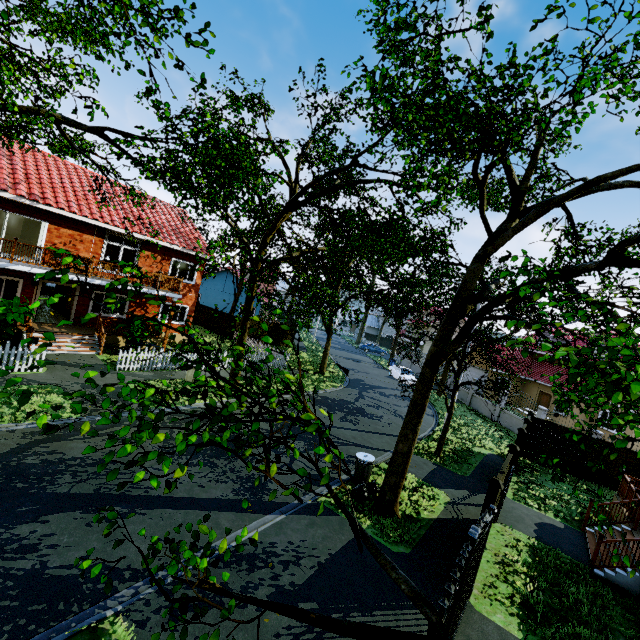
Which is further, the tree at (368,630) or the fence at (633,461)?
the fence at (633,461)

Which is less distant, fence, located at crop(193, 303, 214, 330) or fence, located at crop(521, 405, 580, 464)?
fence, located at crop(521, 405, 580, 464)

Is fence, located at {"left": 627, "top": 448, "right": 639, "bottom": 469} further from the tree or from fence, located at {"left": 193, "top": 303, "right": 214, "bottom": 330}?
fence, located at {"left": 193, "top": 303, "right": 214, "bottom": 330}

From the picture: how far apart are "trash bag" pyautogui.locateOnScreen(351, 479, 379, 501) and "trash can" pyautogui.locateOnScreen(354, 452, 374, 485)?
0.15m

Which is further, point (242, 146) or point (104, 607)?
point (242, 146)

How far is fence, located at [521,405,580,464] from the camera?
16.3m

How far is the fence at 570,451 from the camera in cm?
1628

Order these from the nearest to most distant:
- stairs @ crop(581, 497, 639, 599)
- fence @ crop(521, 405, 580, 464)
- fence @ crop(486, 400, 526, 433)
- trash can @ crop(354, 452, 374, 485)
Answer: stairs @ crop(581, 497, 639, 599), trash can @ crop(354, 452, 374, 485), fence @ crop(521, 405, 580, 464), fence @ crop(486, 400, 526, 433)
